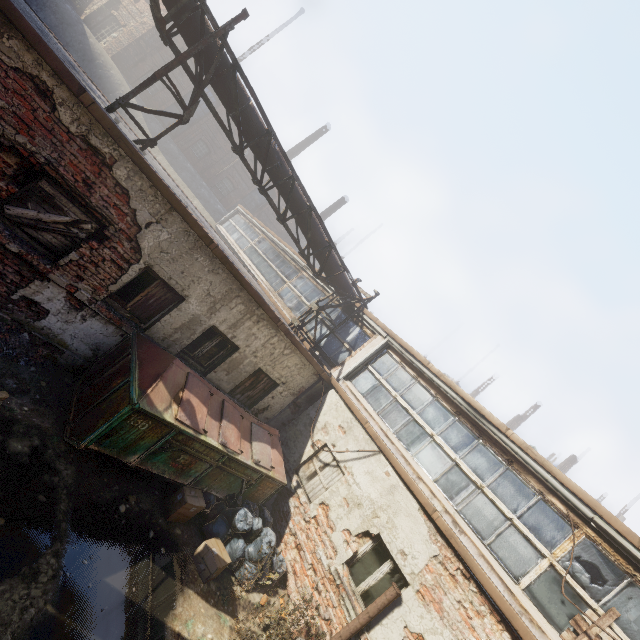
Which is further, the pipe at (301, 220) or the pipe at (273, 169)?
the pipe at (301, 220)

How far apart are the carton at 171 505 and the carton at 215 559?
0.5m

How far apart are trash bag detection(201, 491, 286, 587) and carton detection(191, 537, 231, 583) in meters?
0.0

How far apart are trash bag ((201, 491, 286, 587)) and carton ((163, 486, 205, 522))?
0.3m

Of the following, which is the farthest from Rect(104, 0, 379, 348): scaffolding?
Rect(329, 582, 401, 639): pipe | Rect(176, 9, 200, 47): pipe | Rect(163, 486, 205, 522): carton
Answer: Rect(329, 582, 401, 639): pipe

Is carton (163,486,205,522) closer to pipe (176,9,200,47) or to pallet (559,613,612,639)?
pallet (559,613,612,639)

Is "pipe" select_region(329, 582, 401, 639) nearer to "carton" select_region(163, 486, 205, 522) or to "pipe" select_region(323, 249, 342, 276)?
"carton" select_region(163, 486, 205, 522)

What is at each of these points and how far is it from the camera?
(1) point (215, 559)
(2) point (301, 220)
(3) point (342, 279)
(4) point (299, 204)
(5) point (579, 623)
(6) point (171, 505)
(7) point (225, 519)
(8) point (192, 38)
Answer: (1) carton, 5.7m
(2) pipe, 9.5m
(3) pipe, 11.1m
(4) pipe, 9.1m
(5) pallet, 5.3m
(6) carton, 5.9m
(7) trash bag, 6.5m
(8) pipe, 6.4m
